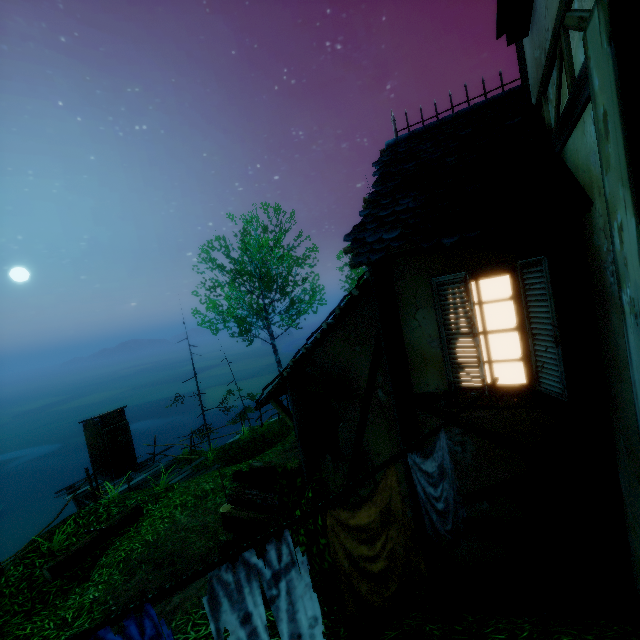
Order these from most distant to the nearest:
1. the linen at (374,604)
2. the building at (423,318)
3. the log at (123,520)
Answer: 1. the log at (123,520)
2. the building at (423,318)
3. the linen at (374,604)

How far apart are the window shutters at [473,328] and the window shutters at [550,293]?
0.4 meters

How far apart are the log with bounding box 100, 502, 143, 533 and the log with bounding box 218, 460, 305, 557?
4.4 meters

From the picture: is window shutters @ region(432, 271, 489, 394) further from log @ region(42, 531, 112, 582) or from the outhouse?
the outhouse

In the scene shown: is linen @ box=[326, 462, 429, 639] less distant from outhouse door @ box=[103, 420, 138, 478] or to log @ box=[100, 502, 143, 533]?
log @ box=[100, 502, 143, 533]

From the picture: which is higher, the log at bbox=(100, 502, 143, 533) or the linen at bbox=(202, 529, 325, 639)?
the linen at bbox=(202, 529, 325, 639)

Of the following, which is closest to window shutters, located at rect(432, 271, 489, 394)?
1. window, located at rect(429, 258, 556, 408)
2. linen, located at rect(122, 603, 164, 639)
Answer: window, located at rect(429, 258, 556, 408)

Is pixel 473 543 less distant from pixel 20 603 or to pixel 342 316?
pixel 342 316
